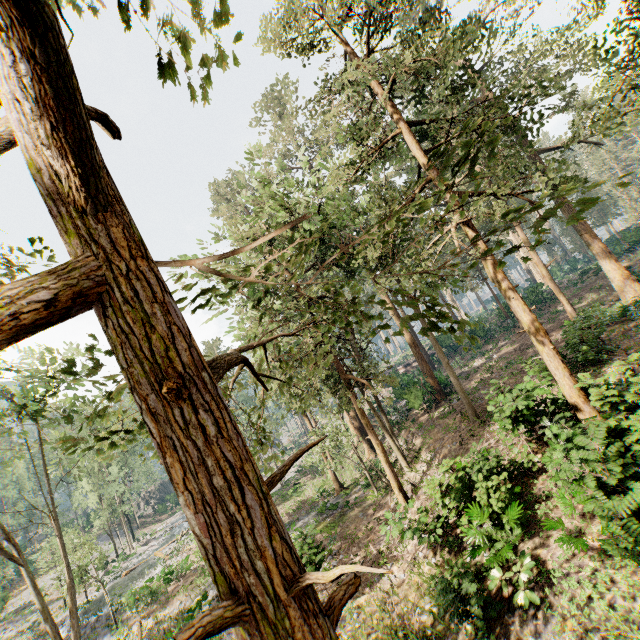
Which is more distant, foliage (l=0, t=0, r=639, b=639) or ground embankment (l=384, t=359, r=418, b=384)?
ground embankment (l=384, t=359, r=418, b=384)

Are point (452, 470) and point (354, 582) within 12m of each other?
no

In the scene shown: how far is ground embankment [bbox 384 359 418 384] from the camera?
40.0m

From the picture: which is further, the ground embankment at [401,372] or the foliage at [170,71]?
A: the ground embankment at [401,372]

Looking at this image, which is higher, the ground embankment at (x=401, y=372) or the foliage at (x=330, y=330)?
the foliage at (x=330, y=330)

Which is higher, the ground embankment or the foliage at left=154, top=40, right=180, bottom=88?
the foliage at left=154, top=40, right=180, bottom=88

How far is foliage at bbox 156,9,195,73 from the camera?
1.4m
